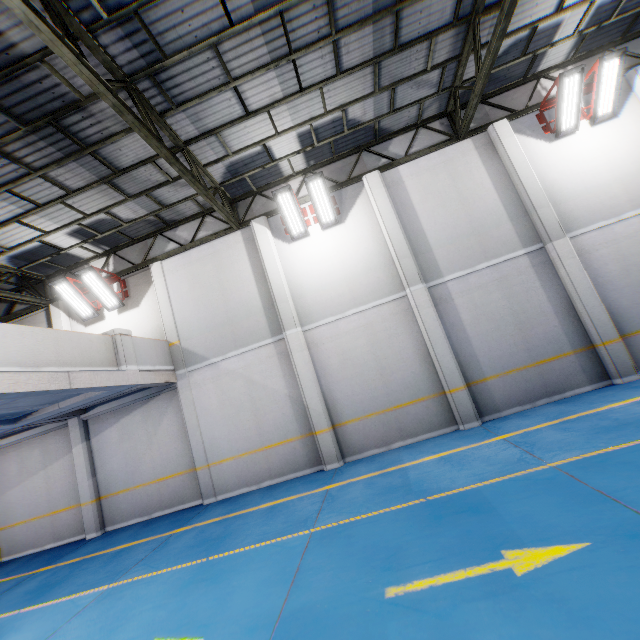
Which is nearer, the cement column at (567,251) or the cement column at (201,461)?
the cement column at (567,251)

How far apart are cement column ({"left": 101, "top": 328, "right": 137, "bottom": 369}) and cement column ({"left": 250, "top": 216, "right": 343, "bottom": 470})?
4.0 meters

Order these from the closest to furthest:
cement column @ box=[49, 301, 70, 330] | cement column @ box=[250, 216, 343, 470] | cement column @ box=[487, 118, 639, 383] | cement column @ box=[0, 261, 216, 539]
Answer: cement column @ box=[487, 118, 639, 383] < cement column @ box=[250, 216, 343, 470] < cement column @ box=[0, 261, 216, 539] < cement column @ box=[49, 301, 70, 330]

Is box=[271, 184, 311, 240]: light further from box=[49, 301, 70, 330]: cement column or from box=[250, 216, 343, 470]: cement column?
box=[49, 301, 70, 330]: cement column

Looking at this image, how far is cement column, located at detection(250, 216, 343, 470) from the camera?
9.1m

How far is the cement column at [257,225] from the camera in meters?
9.1 m

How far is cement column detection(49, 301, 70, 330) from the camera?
11.4 meters

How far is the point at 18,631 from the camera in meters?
5.3
